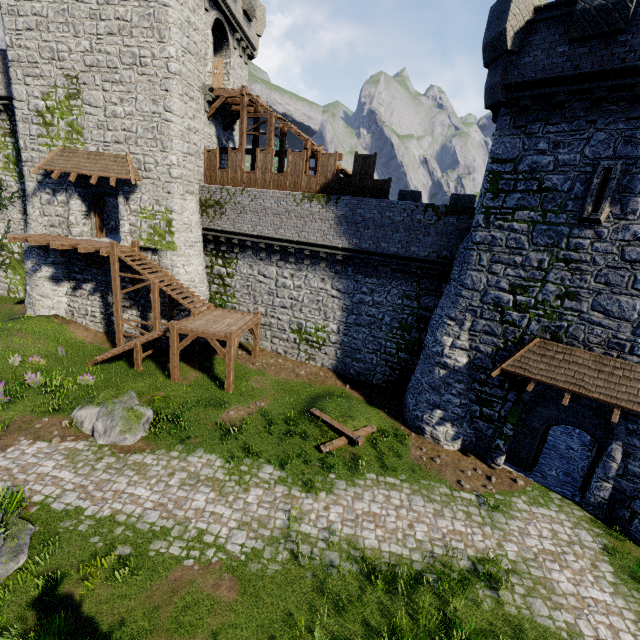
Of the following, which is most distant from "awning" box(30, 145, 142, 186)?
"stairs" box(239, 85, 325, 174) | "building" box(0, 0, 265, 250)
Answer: "stairs" box(239, 85, 325, 174)

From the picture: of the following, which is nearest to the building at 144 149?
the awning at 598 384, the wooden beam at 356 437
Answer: the wooden beam at 356 437

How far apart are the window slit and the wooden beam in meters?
11.1 m

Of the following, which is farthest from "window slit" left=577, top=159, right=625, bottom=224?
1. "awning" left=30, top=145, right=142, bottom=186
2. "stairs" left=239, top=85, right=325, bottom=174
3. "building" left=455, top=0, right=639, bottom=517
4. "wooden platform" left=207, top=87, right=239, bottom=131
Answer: "awning" left=30, top=145, right=142, bottom=186

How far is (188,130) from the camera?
18.0 meters

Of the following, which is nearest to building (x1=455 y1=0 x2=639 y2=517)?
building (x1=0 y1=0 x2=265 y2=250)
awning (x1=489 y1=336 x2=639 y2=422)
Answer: awning (x1=489 y1=336 x2=639 y2=422)

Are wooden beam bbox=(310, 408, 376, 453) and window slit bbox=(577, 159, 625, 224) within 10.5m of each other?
no

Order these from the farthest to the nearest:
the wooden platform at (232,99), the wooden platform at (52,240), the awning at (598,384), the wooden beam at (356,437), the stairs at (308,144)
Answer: the wooden platform at (232,99) → the stairs at (308,144) → the wooden platform at (52,240) → the wooden beam at (356,437) → the awning at (598,384)
